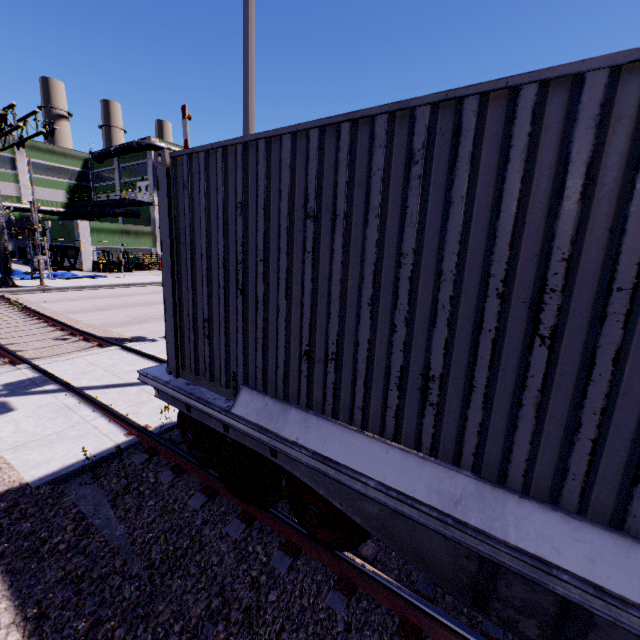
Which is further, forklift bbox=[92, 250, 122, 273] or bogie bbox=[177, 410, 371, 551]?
forklift bbox=[92, 250, 122, 273]

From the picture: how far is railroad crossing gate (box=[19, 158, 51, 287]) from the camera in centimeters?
1891cm

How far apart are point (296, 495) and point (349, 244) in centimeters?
248cm

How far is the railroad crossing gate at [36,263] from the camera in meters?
18.9

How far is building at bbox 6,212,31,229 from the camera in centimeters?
3975cm

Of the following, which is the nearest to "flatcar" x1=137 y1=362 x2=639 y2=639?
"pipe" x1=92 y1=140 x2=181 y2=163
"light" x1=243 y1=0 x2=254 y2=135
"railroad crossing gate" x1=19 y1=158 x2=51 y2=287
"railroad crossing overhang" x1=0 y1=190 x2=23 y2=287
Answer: "light" x1=243 y1=0 x2=254 y2=135

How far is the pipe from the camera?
35.8m

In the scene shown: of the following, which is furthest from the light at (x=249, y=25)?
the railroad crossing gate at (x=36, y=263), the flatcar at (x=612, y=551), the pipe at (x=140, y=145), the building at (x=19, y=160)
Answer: the railroad crossing gate at (x=36, y=263)
